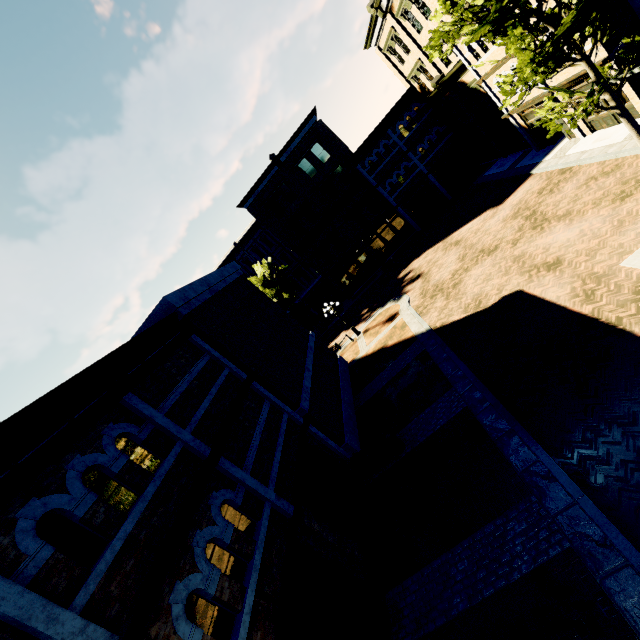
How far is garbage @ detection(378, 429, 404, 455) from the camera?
11.9m

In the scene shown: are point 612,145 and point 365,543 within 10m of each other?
no

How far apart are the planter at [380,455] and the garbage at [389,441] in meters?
0.1

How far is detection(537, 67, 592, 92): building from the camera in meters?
15.2

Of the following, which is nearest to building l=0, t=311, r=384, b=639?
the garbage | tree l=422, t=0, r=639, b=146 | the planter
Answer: tree l=422, t=0, r=639, b=146

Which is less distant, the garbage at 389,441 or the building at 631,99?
the garbage at 389,441

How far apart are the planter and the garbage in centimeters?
11cm

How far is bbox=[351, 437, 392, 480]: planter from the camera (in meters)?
12.15
